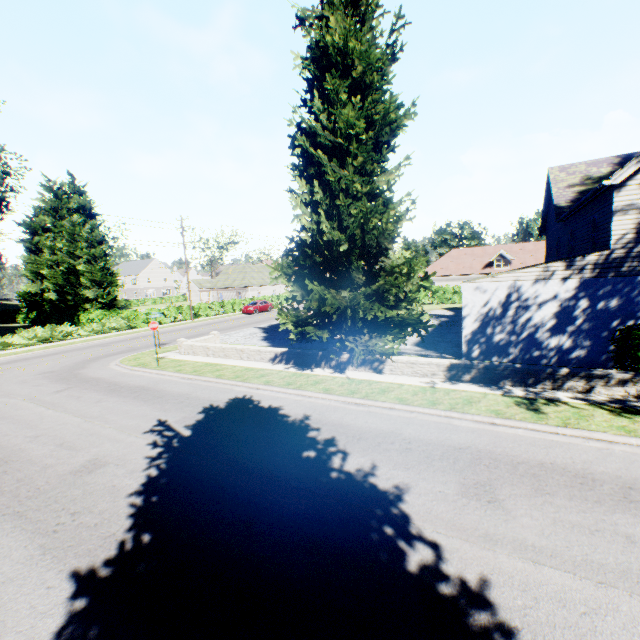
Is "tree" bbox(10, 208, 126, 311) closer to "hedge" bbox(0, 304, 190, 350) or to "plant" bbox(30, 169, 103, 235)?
"hedge" bbox(0, 304, 190, 350)

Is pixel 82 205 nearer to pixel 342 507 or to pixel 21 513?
pixel 21 513

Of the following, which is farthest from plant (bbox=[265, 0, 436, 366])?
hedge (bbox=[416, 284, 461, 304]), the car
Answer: the car

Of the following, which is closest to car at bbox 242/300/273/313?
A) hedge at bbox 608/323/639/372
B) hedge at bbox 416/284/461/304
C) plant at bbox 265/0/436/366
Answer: hedge at bbox 416/284/461/304

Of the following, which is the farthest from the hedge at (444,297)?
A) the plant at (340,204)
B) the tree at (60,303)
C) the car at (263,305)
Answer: the car at (263,305)

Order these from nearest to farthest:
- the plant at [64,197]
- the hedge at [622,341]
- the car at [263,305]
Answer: the hedge at [622,341], the car at [263,305], the plant at [64,197]

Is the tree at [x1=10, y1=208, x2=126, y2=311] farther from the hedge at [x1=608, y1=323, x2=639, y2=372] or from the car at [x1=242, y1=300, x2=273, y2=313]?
the hedge at [x1=608, y1=323, x2=639, y2=372]

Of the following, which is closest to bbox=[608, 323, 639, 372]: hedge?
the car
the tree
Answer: the car
